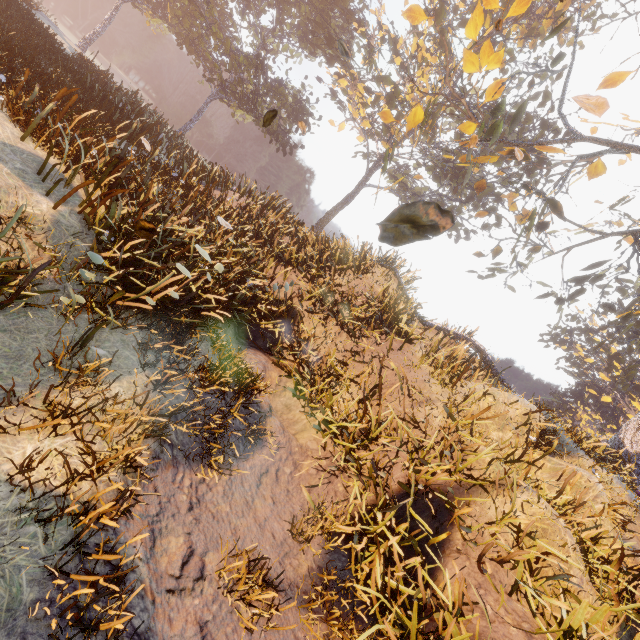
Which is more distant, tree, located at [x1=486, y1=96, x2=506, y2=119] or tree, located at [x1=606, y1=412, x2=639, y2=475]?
tree, located at [x1=606, y1=412, x2=639, y2=475]

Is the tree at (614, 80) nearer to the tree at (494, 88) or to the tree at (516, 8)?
→ the tree at (494, 88)

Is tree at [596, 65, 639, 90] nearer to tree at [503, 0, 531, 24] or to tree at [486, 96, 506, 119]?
tree at [486, 96, 506, 119]

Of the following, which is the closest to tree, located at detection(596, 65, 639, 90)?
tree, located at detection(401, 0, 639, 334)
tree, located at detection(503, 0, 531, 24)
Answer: tree, located at detection(401, 0, 639, 334)

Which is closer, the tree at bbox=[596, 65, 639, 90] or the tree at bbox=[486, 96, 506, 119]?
the tree at bbox=[486, 96, 506, 119]

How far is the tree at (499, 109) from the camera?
8.77m

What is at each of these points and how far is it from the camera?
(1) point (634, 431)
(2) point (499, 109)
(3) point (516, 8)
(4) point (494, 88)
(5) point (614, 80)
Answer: (1) tree, 13.5m
(2) tree, 8.9m
(3) tree, 7.7m
(4) tree, 9.1m
(5) tree, 10.3m
